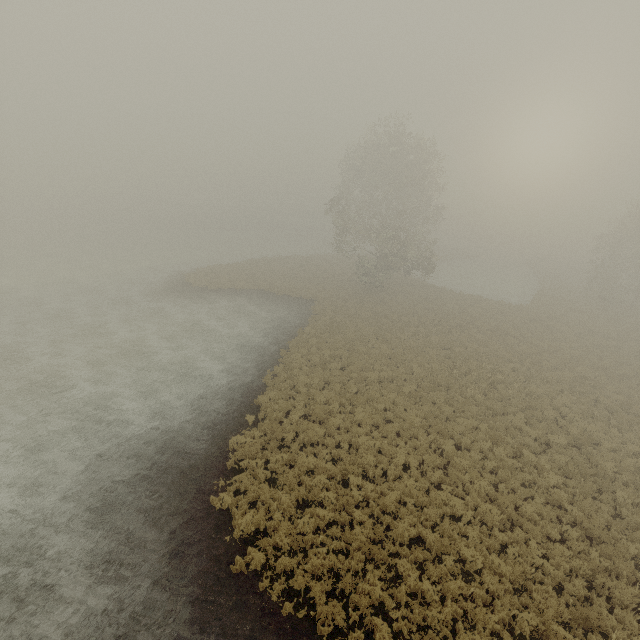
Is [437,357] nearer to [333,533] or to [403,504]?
[403,504]
